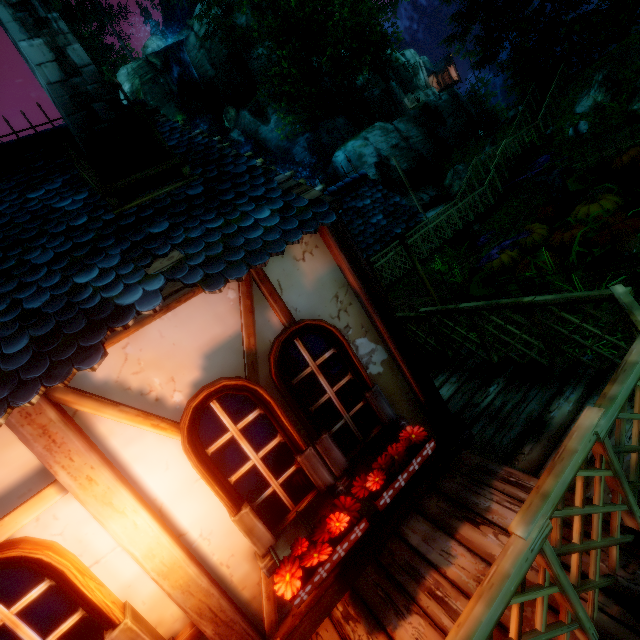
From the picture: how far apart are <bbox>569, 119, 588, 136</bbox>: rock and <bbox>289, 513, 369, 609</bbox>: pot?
19.4m

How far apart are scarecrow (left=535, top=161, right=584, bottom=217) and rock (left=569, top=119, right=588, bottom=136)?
6.92m

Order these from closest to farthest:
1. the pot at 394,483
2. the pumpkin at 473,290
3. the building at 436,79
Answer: the pot at 394,483 → the pumpkin at 473,290 → the building at 436,79

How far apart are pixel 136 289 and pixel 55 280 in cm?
79

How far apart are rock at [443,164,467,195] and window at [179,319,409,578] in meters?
27.5 m

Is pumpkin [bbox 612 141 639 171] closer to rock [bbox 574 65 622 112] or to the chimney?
rock [bbox 574 65 622 112]

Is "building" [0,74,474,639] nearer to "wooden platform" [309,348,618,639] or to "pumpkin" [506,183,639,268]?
"wooden platform" [309,348,618,639]

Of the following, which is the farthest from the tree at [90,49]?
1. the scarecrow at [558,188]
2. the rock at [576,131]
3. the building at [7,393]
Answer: the scarecrow at [558,188]
